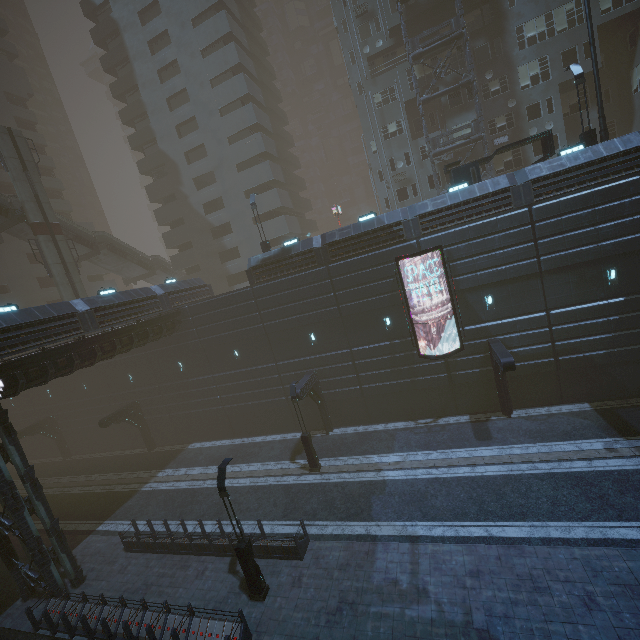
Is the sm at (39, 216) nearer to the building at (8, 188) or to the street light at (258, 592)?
the building at (8, 188)

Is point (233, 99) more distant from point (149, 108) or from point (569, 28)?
point (569, 28)

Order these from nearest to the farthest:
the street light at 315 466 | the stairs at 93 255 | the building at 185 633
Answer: the building at 185 633 < the street light at 315 466 < the stairs at 93 255

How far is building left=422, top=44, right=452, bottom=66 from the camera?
27.2 meters

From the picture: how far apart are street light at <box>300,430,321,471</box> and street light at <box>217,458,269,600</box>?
6.7 meters

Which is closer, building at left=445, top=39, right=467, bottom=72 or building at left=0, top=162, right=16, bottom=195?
building at left=445, top=39, right=467, bottom=72

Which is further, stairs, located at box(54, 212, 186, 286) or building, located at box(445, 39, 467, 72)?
stairs, located at box(54, 212, 186, 286)
